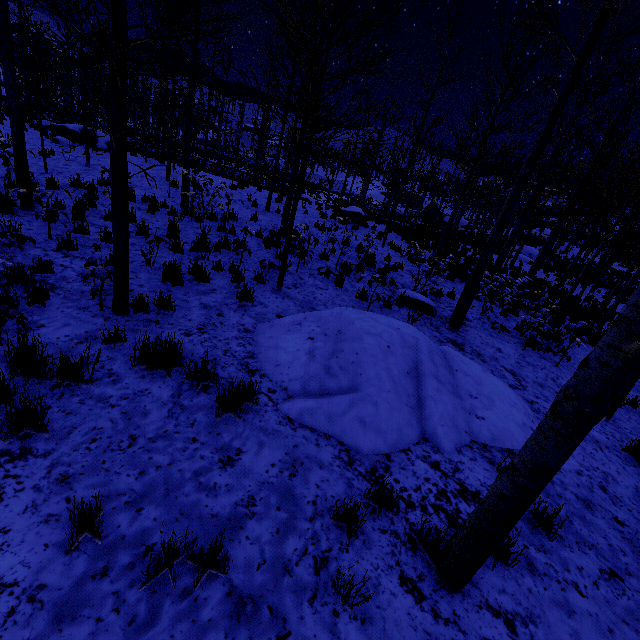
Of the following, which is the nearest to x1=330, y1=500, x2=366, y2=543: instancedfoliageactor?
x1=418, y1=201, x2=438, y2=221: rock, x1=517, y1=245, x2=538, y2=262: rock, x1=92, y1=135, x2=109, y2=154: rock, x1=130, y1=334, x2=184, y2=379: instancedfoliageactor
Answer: x1=517, y1=245, x2=538, y2=262: rock

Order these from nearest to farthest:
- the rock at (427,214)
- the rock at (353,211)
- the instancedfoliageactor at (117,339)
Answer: the instancedfoliageactor at (117,339) → the rock at (353,211) → the rock at (427,214)

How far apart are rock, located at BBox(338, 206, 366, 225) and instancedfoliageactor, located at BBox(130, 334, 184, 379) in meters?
15.2

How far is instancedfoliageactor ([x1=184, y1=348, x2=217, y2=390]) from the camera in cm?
365

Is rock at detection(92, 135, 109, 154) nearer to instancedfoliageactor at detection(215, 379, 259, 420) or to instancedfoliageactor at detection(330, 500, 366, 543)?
instancedfoliageactor at detection(330, 500, 366, 543)

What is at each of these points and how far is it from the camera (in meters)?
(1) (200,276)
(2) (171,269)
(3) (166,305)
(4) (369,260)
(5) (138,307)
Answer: (1) instancedfoliageactor, 6.12
(2) instancedfoliageactor, 5.81
(3) instancedfoliageactor, 4.96
(4) instancedfoliageactor, 11.04
(5) instancedfoliageactor, 4.71

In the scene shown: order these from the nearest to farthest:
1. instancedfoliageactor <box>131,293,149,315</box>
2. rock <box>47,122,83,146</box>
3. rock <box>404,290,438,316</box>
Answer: instancedfoliageactor <box>131,293,149,315</box>
rock <box>404,290,438,316</box>
rock <box>47,122,83,146</box>

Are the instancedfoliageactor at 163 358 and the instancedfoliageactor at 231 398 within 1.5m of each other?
yes
